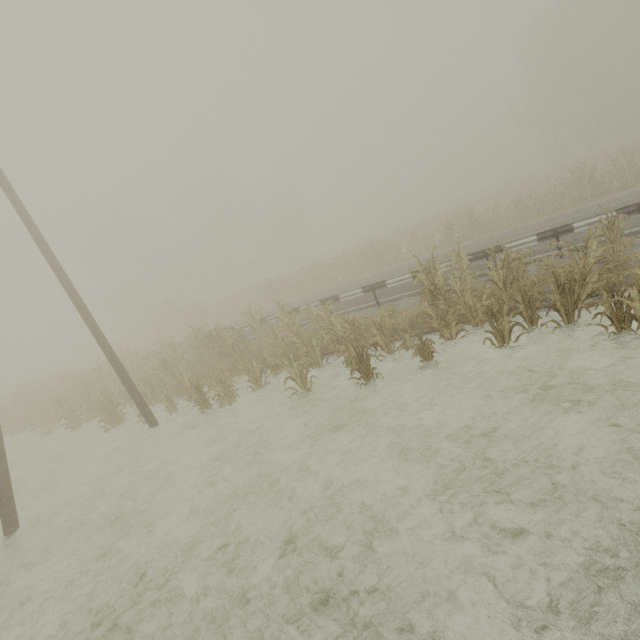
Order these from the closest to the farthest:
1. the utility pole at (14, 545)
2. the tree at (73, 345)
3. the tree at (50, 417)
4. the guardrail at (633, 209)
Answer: the utility pole at (14, 545) < the guardrail at (633, 209) < the tree at (50, 417) < the tree at (73, 345)

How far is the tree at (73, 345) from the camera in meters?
54.1 m

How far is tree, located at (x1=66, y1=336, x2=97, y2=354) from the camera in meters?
54.1

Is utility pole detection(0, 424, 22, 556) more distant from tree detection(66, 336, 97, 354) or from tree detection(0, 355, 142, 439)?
tree detection(66, 336, 97, 354)

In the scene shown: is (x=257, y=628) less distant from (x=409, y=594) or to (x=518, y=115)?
(x=409, y=594)

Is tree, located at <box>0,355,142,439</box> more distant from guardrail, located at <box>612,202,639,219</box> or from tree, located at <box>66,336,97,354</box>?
tree, located at <box>66,336,97,354</box>

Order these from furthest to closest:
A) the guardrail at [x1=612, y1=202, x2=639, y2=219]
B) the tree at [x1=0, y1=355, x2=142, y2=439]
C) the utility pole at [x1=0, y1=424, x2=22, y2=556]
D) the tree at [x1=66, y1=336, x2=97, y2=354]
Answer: the tree at [x1=66, y1=336, x2=97, y2=354], the tree at [x1=0, y1=355, x2=142, y2=439], the guardrail at [x1=612, y1=202, x2=639, y2=219], the utility pole at [x1=0, y1=424, x2=22, y2=556]

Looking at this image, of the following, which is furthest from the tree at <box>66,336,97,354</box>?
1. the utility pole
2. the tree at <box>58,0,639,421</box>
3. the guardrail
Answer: the utility pole
